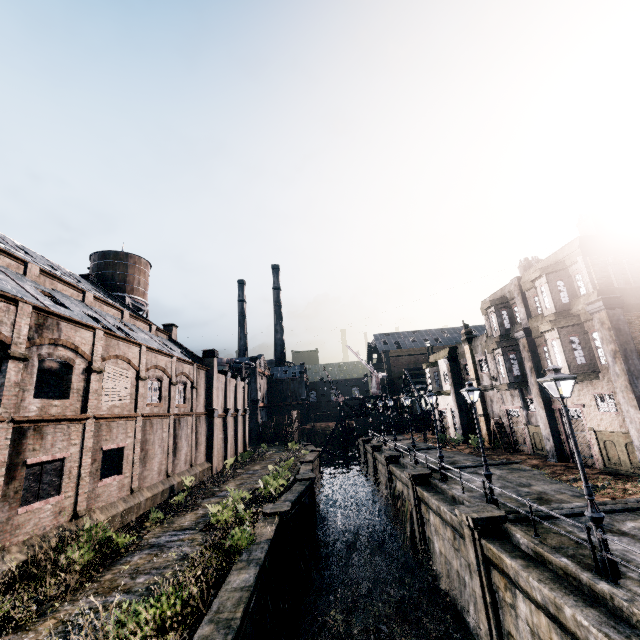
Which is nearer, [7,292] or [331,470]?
[7,292]

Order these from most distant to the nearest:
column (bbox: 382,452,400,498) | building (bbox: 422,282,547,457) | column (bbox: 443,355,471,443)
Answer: column (bbox: 443,355,471,443) < column (bbox: 382,452,400,498) < building (bbox: 422,282,547,457)

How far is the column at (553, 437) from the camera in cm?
2245

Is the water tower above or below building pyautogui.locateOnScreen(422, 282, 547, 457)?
above

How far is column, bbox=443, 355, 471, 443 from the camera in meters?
35.4

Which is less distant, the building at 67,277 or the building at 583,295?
the building at 67,277

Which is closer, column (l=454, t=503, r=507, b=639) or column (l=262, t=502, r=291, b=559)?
column (l=454, t=503, r=507, b=639)

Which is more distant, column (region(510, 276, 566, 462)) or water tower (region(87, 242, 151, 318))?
water tower (region(87, 242, 151, 318))
